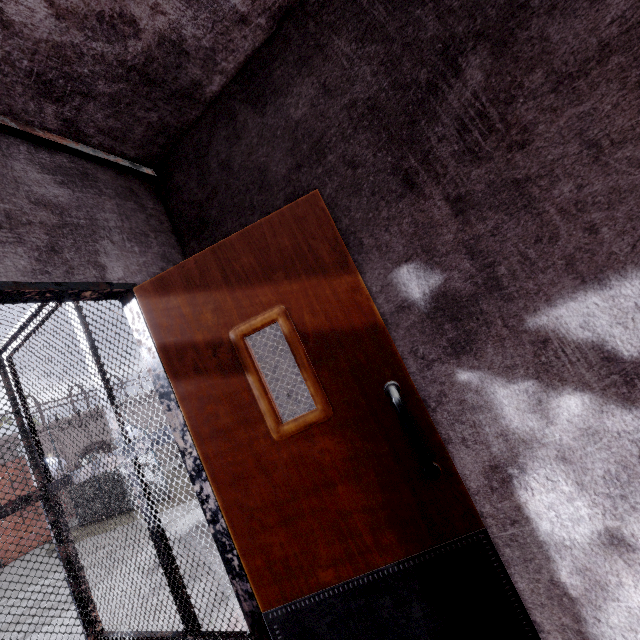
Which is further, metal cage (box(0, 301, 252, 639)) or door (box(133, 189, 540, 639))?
metal cage (box(0, 301, 252, 639))

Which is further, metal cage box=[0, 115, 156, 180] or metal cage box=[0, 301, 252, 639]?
metal cage box=[0, 301, 252, 639]

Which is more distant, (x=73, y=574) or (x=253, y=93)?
(x=73, y=574)

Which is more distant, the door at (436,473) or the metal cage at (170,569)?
the metal cage at (170,569)

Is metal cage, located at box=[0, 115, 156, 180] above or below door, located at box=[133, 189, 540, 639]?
above

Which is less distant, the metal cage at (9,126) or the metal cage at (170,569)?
the metal cage at (9,126)
